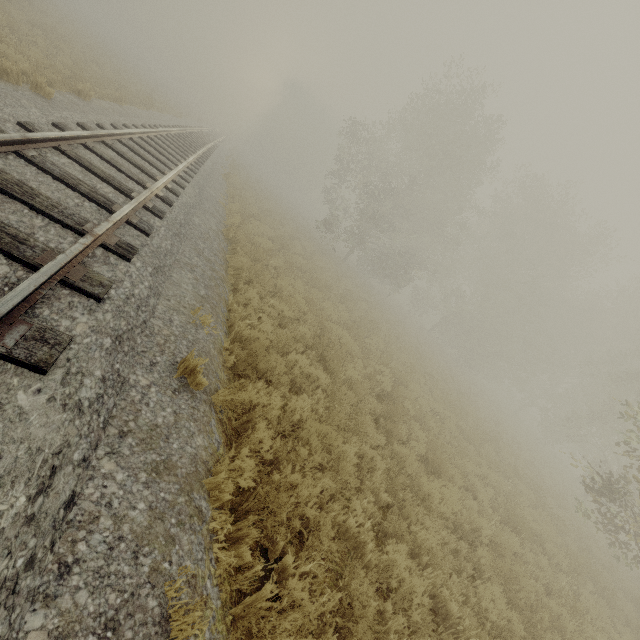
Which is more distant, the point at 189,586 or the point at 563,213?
the point at 563,213
